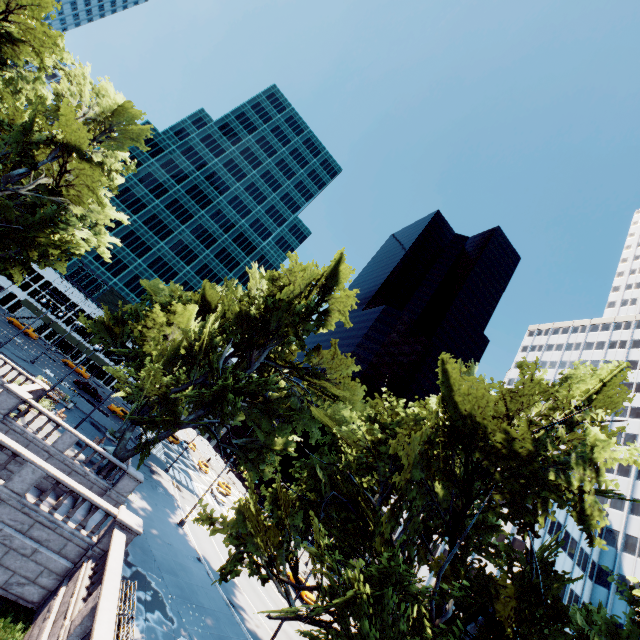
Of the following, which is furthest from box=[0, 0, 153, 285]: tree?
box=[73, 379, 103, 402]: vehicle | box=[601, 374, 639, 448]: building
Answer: box=[73, 379, 103, 402]: vehicle

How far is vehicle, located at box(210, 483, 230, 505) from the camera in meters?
48.1

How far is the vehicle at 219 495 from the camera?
48.07m

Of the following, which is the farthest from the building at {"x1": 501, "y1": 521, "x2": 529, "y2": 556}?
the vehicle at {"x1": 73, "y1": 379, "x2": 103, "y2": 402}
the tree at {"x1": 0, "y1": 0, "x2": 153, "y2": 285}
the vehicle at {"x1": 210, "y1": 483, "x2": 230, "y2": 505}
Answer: the vehicle at {"x1": 73, "y1": 379, "x2": 103, "y2": 402}

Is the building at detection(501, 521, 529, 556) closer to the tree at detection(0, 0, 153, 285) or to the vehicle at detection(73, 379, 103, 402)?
the tree at detection(0, 0, 153, 285)

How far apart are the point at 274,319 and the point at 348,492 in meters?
15.8 m

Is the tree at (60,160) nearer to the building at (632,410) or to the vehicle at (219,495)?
the building at (632,410)

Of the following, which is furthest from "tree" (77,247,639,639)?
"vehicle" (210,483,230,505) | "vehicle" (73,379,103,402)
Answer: "vehicle" (210,483,230,505)
